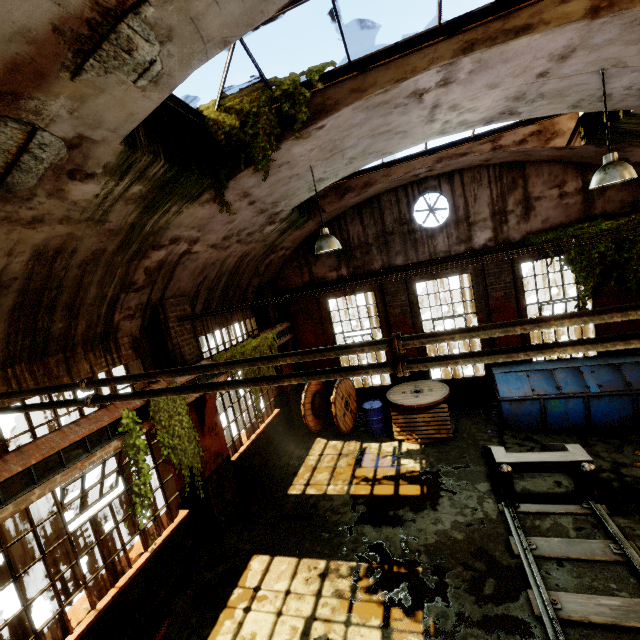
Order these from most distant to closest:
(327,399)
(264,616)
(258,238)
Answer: (327,399)
(258,238)
(264,616)

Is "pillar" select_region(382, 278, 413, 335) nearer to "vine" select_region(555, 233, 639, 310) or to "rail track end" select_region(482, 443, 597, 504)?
"rail track end" select_region(482, 443, 597, 504)

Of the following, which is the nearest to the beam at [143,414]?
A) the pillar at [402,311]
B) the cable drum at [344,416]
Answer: the cable drum at [344,416]

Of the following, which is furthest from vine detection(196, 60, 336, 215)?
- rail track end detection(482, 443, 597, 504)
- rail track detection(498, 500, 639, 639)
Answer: rail track end detection(482, 443, 597, 504)

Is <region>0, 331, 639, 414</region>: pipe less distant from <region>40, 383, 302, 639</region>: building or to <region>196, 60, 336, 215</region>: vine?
<region>40, 383, 302, 639</region>: building

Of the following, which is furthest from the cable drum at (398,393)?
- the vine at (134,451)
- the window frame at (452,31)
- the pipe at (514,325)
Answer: the pipe at (514,325)

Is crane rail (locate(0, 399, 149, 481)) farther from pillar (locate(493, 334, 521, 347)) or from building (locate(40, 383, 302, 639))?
pillar (locate(493, 334, 521, 347))

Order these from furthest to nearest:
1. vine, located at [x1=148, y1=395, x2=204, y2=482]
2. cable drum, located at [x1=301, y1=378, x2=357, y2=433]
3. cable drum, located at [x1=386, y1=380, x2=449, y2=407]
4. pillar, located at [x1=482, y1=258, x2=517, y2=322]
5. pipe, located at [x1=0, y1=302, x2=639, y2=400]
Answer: cable drum, located at [x1=301, y1=378, x2=357, y2=433] → pillar, located at [x1=482, y1=258, x2=517, y2=322] → cable drum, located at [x1=386, y1=380, x2=449, y2=407] → vine, located at [x1=148, y1=395, x2=204, y2=482] → pipe, located at [x1=0, y1=302, x2=639, y2=400]
